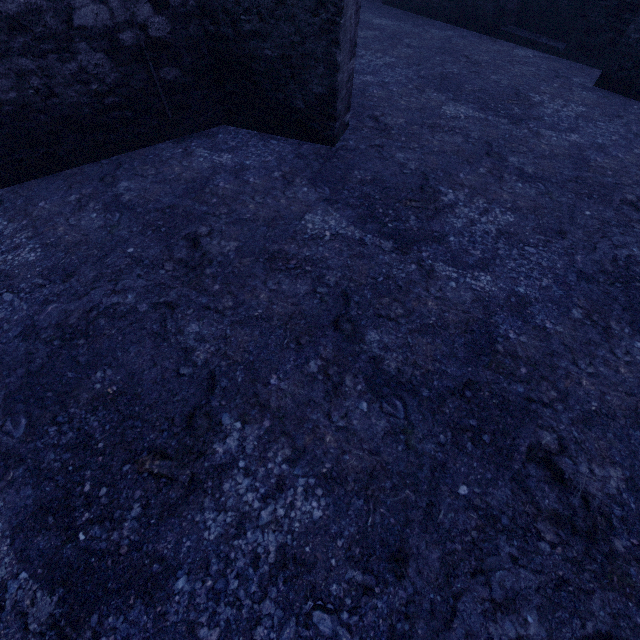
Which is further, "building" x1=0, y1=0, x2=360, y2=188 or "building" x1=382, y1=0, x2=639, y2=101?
"building" x1=382, y1=0, x2=639, y2=101

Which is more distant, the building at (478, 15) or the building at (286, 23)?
the building at (478, 15)

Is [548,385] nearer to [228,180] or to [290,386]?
[290,386]
